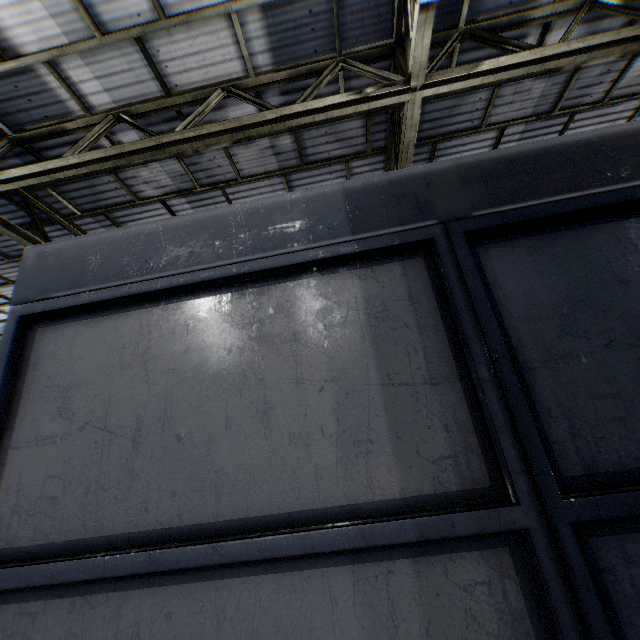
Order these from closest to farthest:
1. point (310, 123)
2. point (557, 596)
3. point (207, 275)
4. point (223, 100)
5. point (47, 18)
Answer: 1. point (557, 596)
2. point (207, 275)
3. point (47, 18)
4. point (223, 100)
5. point (310, 123)
